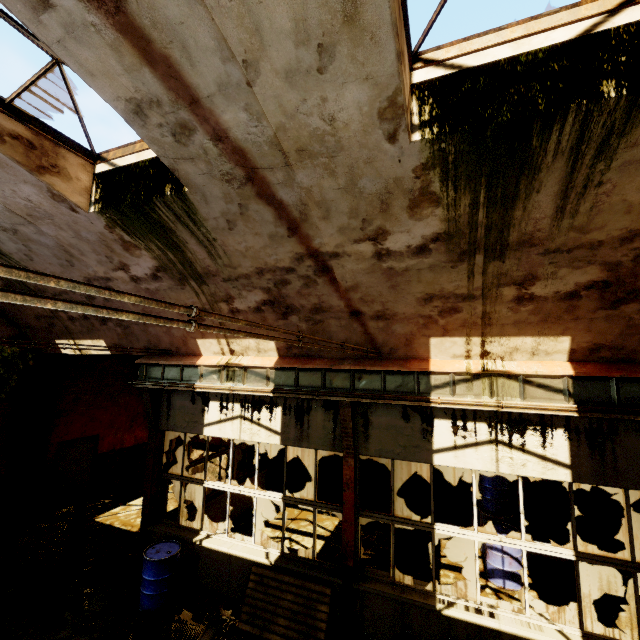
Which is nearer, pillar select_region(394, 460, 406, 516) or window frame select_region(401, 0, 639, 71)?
window frame select_region(401, 0, 639, 71)

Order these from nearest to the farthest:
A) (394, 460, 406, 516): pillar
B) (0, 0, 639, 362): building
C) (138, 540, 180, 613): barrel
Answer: (0, 0, 639, 362): building < (138, 540, 180, 613): barrel < (394, 460, 406, 516): pillar

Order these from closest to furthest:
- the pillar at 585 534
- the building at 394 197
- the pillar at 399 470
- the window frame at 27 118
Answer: the building at 394 197, the window frame at 27 118, the pillar at 585 534, the pillar at 399 470

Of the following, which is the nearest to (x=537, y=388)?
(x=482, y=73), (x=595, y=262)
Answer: (x=595, y=262)

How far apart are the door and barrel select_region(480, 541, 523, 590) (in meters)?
12.47

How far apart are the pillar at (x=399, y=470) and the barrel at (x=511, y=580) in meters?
2.5

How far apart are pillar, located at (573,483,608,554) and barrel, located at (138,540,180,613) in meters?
9.8

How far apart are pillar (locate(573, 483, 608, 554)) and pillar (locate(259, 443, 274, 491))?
9.1m
